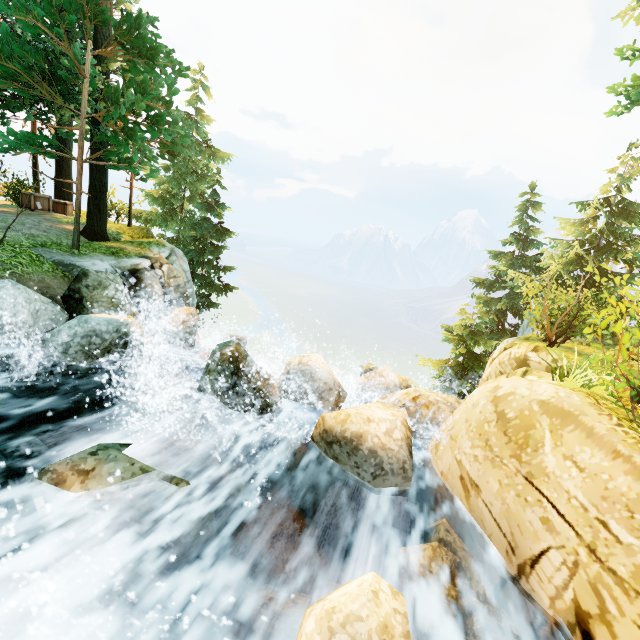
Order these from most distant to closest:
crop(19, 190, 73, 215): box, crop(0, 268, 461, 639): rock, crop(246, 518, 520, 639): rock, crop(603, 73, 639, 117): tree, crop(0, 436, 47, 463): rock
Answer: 1. crop(19, 190, 73, 215): box
2. crop(603, 73, 639, 117): tree
3. crop(0, 436, 47, 463): rock
4. crop(0, 268, 461, 639): rock
5. crop(246, 518, 520, 639): rock

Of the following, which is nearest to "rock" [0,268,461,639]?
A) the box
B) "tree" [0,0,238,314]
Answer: "tree" [0,0,238,314]

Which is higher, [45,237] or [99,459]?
[45,237]

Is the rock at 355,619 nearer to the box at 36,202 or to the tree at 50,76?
the tree at 50,76
